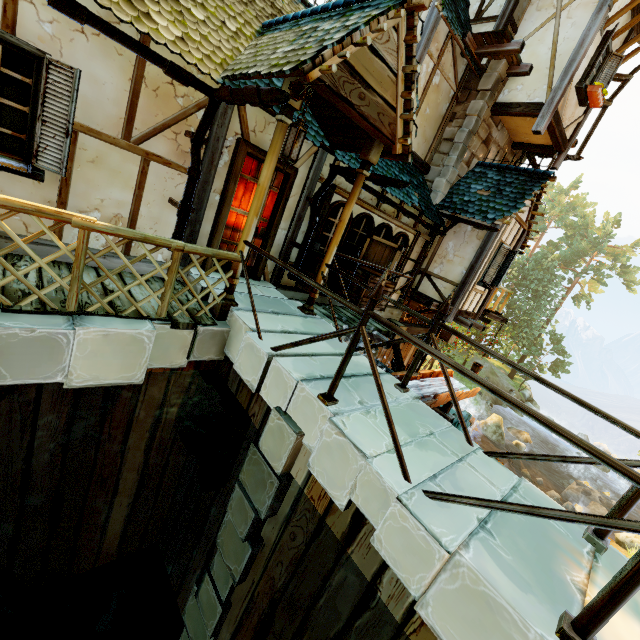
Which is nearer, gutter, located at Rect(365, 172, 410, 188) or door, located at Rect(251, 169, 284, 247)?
gutter, located at Rect(365, 172, 410, 188)

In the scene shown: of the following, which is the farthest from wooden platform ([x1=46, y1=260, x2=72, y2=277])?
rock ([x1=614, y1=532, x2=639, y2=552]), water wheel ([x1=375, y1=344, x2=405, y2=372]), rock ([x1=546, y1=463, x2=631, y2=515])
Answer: rock ([x1=546, y1=463, x2=631, y2=515])

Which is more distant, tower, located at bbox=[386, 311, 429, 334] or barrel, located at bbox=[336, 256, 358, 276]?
tower, located at bbox=[386, 311, 429, 334]

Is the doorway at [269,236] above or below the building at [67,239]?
above

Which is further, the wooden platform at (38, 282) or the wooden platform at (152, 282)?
the wooden platform at (152, 282)

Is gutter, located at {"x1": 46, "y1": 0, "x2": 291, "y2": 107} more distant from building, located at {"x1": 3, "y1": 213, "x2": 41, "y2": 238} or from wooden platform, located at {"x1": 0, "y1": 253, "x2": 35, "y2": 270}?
wooden platform, located at {"x1": 0, "y1": 253, "x2": 35, "y2": 270}

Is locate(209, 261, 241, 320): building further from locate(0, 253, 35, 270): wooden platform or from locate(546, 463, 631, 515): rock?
locate(546, 463, 631, 515): rock

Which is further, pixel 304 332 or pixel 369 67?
pixel 304 332
